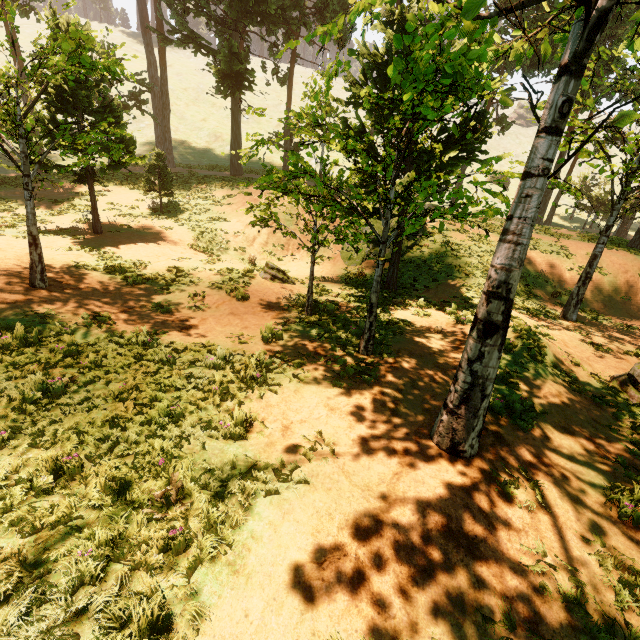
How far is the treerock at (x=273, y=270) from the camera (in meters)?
14.42

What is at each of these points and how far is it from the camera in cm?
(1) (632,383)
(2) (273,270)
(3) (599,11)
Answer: (1) treerock, 931
(2) treerock, 1448
(3) treerock, 356

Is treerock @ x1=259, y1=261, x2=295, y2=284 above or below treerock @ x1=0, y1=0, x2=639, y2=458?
below

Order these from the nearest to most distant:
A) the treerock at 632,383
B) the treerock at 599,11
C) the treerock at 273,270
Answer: the treerock at 599,11 → the treerock at 632,383 → the treerock at 273,270

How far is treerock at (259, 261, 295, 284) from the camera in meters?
14.4 m

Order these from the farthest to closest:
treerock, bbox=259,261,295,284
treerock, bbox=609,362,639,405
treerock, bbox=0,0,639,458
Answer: treerock, bbox=259,261,295,284
treerock, bbox=609,362,639,405
treerock, bbox=0,0,639,458

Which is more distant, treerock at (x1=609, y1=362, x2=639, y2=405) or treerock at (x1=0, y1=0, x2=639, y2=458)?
treerock at (x1=609, y1=362, x2=639, y2=405)
